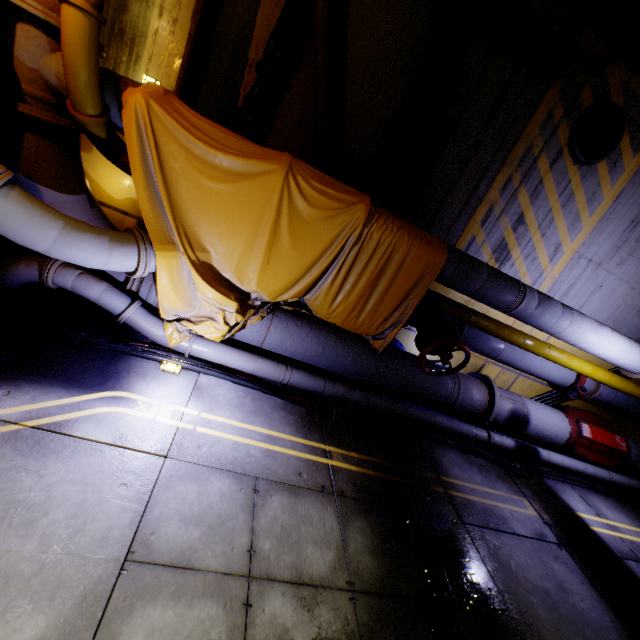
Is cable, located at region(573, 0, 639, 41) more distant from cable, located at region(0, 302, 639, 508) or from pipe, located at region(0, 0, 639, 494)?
cable, located at region(0, 302, 639, 508)

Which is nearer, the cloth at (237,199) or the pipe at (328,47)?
the cloth at (237,199)

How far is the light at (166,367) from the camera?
3.3m

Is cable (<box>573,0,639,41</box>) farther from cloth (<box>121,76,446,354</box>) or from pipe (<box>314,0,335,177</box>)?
cloth (<box>121,76,446,354</box>)

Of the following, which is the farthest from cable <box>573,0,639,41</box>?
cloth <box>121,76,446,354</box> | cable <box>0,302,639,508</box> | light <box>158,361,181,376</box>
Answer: light <box>158,361,181,376</box>

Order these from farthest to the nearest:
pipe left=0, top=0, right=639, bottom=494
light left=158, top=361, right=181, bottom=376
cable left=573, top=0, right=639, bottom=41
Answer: cable left=573, top=0, right=639, bottom=41 → light left=158, top=361, right=181, bottom=376 → pipe left=0, top=0, right=639, bottom=494

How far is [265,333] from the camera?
4.08m

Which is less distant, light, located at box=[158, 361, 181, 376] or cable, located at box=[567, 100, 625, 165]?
light, located at box=[158, 361, 181, 376]
